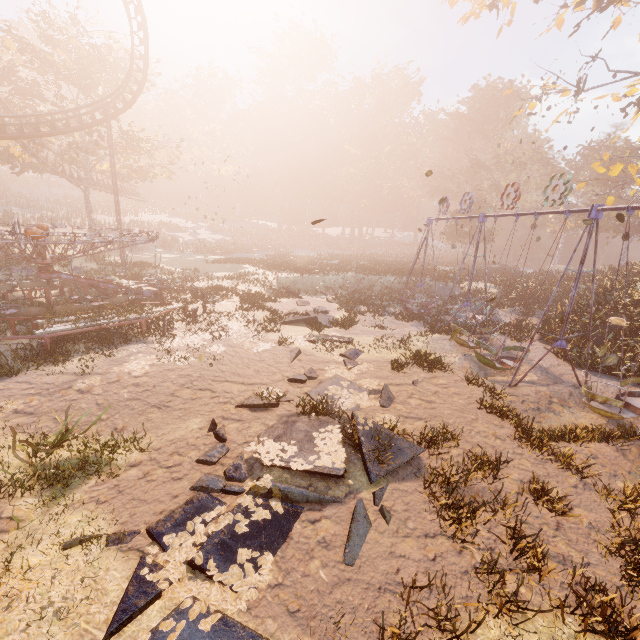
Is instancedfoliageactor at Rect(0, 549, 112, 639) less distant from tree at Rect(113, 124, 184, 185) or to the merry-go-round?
the merry-go-round

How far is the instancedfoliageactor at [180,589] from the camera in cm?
441

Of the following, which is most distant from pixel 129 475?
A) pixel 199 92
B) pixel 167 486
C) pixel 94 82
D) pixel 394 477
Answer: pixel 199 92

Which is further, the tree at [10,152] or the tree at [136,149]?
the tree at [136,149]

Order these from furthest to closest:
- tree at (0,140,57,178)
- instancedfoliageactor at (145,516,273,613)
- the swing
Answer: tree at (0,140,57,178)
the swing
instancedfoliageactor at (145,516,273,613)

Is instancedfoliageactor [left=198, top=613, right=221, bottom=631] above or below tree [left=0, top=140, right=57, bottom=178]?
below

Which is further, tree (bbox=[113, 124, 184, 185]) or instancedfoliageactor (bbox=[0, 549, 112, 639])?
tree (bbox=[113, 124, 184, 185])
